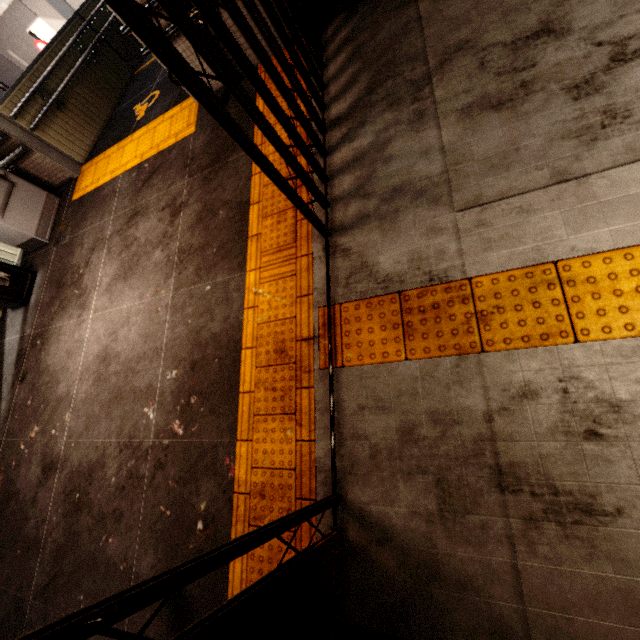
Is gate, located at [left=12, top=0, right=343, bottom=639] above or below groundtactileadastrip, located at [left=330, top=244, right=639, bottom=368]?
above

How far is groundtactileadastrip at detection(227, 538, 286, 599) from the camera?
2.18m

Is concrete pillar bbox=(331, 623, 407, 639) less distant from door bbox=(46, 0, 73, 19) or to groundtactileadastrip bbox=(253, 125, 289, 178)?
groundtactileadastrip bbox=(253, 125, 289, 178)

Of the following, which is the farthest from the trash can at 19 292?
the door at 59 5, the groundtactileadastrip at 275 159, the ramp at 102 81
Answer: the door at 59 5

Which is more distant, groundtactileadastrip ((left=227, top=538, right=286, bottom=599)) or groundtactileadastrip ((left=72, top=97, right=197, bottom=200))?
groundtactileadastrip ((left=72, top=97, right=197, bottom=200))

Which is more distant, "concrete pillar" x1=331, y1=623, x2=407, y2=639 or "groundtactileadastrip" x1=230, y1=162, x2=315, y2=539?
"groundtactileadastrip" x1=230, y1=162, x2=315, y2=539

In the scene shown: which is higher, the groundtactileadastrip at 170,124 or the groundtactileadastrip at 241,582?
the groundtactileadastrip at 170,124

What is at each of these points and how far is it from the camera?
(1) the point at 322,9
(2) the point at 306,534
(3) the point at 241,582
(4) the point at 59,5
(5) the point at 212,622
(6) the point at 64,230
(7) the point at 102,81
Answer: (1) concrete pillar, 3.4m
(2) groundtactileadastrip, 2.1m
(3) groundtactileadastrip, 2.2m
(4) door, 13.5m
(5) gate, 1.1m
(6) storm drain, 5.2m
(7) ramp, 6.2m
